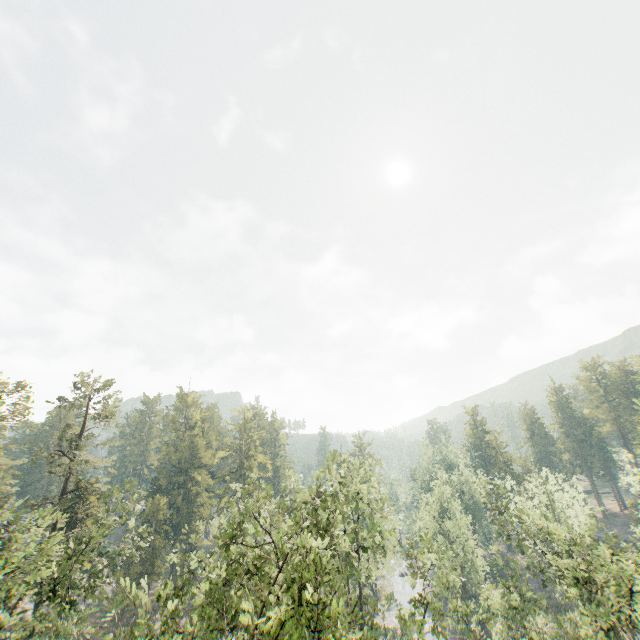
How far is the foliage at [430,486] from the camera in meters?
42.1 m

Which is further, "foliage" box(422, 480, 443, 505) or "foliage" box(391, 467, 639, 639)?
"foliage" box(422, 480, 443, 505)

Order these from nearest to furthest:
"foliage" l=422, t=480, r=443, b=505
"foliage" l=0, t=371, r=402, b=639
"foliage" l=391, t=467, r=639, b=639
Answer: "foliage" l=0, t=371, r=402, b=639, "foliage" l=391, t=467, r=639, b=639, "foliage" l=422, t=480, r=443, b=505

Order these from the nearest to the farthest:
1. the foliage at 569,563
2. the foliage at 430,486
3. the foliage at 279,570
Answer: the foliage at 279,570 → the foliage at 569,563 → the foliage at 430,486

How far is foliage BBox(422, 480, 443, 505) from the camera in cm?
4209

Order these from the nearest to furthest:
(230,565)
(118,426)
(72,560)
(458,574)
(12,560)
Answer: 1. (12,560)
2. (230,565)
3. (72,560)
4. (458,574)
5. (118,426)
